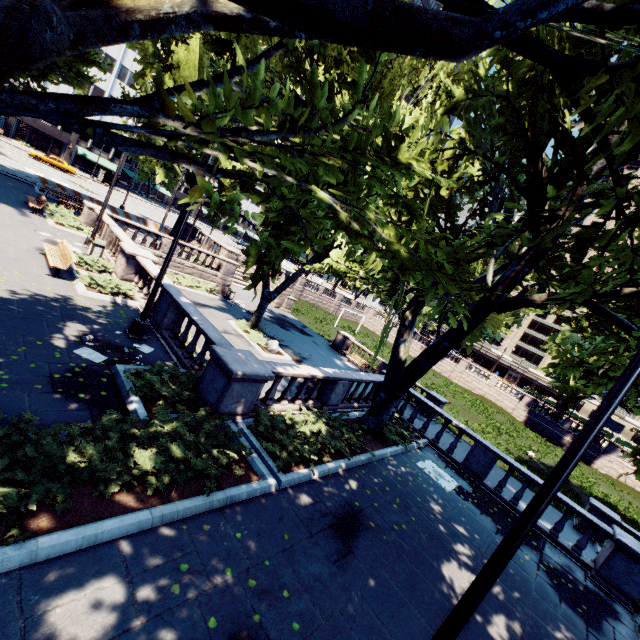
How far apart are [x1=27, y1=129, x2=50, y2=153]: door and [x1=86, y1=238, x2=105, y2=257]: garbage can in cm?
5879

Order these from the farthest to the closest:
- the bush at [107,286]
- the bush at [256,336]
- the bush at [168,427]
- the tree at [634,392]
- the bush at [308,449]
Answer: the bush at [256,336], the bush at [107,286], the bush at [308,449], the tree at [634,392], the bush at [168,427]

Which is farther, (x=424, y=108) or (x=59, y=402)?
(x=424, y=108)

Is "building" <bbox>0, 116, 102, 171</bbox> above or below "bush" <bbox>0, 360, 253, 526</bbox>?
above

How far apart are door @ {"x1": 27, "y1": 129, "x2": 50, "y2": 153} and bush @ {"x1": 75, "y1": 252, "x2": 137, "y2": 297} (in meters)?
62.24

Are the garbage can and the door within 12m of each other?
no

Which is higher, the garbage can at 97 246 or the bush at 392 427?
the garbage can at 97 246

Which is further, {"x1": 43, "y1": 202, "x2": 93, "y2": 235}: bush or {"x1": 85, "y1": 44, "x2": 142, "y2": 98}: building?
{"x1": 85, "y1": 44, "x2": 142, "y2": 98}: building
